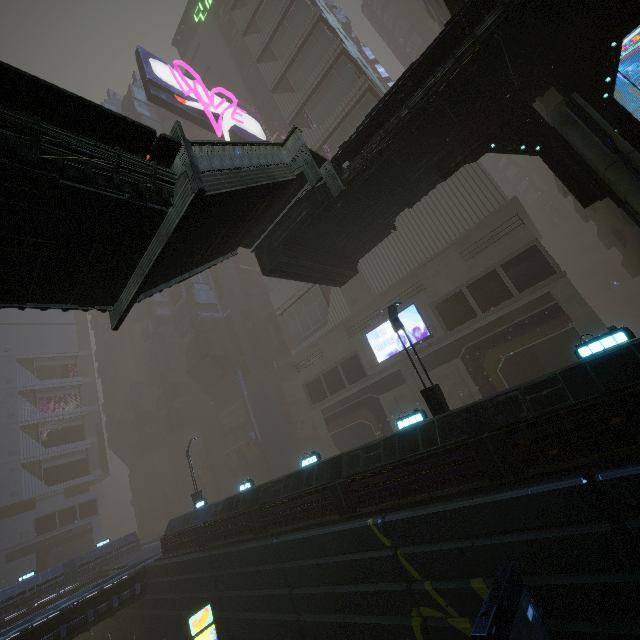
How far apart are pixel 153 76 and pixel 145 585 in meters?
40.3

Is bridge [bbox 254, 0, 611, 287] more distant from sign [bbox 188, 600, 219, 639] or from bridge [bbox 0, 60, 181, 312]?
sign [bbox 188, 600, 219, 639]

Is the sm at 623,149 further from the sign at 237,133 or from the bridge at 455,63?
the sign at 237,133

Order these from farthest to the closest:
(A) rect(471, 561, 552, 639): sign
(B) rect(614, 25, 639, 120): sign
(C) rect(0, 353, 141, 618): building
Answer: (C) rect(0, 353, 141, 618): building, (B) rect(614, 25, 639, 120): sign, (A) rect(471, 561, 552, 639): sign

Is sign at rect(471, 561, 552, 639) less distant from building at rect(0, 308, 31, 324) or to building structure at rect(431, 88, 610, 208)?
building at rect(0, 308, 31, 324)

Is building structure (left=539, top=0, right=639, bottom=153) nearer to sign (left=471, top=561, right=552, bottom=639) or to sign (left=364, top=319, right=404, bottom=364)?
sign (left=364, top=319, right=404, bottom=364)

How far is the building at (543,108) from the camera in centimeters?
1639cm

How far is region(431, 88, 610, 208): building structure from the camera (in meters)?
10.14
